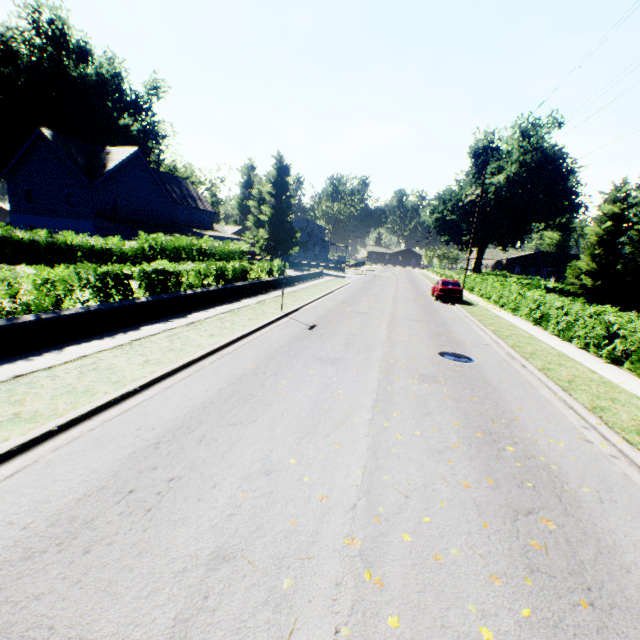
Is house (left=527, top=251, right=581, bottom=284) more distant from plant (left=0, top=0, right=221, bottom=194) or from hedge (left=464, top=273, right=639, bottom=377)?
hedge (left=464, top=273, right=639, bottom=377)

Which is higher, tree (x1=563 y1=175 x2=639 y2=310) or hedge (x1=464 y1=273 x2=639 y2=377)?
tree (x1=563 y1=175 x2=639 y2=310)

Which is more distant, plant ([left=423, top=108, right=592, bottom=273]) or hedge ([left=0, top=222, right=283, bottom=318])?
plant ([left=423, top=108, right=592, bottom=273])

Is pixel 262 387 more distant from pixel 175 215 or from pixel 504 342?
pixel 175 215

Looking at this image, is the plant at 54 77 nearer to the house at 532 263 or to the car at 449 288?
the house at 532 263

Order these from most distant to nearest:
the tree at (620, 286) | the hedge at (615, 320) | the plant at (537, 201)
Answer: the plant at (537, 201) → the tree at (620, 286) → the hedge at (615, 320)
